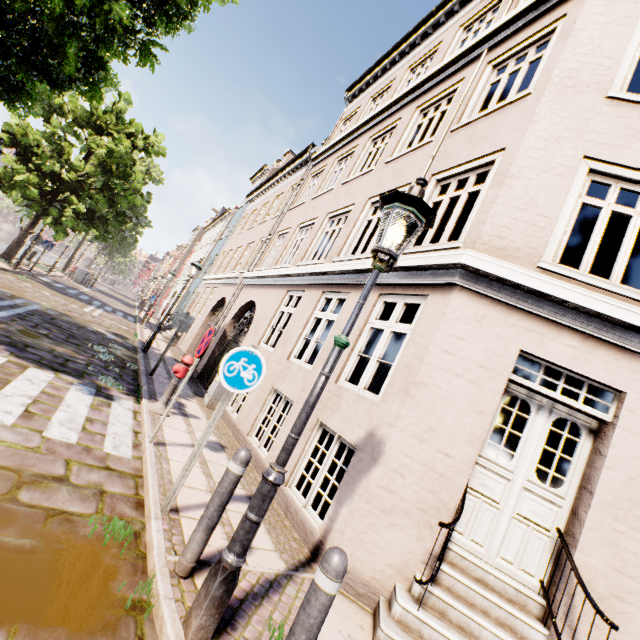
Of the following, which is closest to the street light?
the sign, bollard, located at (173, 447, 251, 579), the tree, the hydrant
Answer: bollard, located at (173, 447, 251, 579)

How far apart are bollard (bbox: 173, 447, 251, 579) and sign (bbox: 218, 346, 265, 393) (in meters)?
0.78

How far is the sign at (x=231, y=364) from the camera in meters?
3.5 m

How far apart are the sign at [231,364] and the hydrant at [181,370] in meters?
3.2 m

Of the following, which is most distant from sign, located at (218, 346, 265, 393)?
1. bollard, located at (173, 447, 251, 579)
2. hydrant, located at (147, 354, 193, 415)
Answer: hydrant, located at (147, 354, 193, 415)

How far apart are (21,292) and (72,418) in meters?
10.1

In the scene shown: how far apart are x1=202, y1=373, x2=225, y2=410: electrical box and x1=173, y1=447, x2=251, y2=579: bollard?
5.92m

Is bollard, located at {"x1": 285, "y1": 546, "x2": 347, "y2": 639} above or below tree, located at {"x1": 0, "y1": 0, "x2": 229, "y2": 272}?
below
